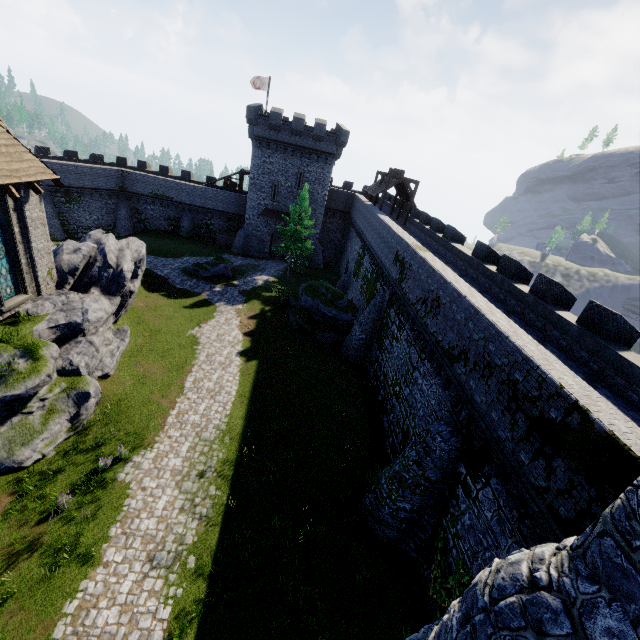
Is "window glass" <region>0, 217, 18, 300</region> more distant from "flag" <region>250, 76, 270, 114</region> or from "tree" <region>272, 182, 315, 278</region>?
"flag" <region>250, 76, 270, 114</region>

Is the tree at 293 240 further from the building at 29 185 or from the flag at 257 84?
the building at 29 185

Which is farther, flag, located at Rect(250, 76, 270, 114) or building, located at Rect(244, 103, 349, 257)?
flag, located at Rect(250, 76, 270, 114)

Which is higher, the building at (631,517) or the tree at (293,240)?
the building at (631,517)

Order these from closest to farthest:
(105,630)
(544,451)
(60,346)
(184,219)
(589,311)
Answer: (544,451), (105,630), (589,311), (60,346), (184,219)

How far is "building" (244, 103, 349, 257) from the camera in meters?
36.5 m

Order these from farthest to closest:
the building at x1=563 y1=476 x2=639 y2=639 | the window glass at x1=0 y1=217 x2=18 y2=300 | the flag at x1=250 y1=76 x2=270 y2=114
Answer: the flag at x1=250 y1=76 x2=270 y2=114 → the window glass at x1=0 y1=217 x2=18 y2=300 → the building at x1=563 y1=476 x2=639 y2=639

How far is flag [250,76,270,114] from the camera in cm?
3972
